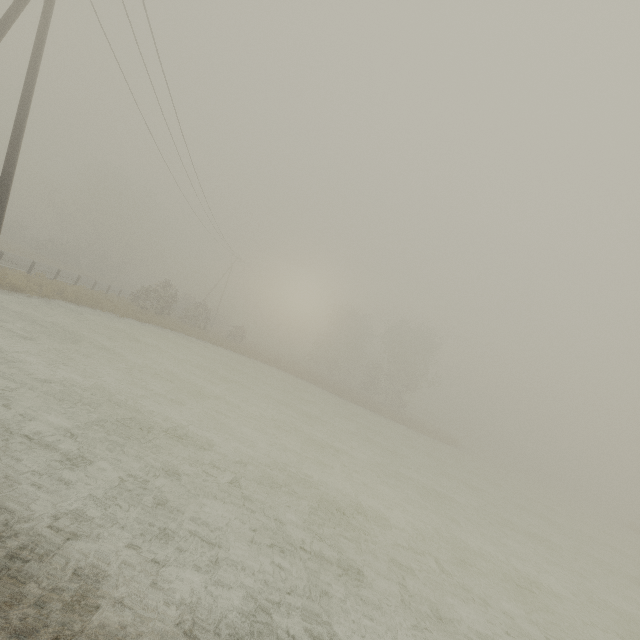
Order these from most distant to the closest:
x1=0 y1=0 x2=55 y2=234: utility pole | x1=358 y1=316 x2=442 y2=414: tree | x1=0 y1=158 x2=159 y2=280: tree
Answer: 1. x1=358 y1=316 x2=442 y2=414: tree
2. x1=0 y1=158 x2=159 y2=280: tree
3. x1=0 y1=0 x2=55 y2=234: utility pole

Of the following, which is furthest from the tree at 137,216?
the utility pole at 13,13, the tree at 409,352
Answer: the utility pole at 13,13

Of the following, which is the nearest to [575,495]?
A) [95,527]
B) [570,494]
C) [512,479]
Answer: [570,494]

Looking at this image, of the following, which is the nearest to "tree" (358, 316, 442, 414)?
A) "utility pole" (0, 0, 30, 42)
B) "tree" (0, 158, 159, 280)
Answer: "utility pole" (0, 0, 30, 42)

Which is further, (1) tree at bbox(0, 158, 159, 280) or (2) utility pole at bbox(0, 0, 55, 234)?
(1) tree at bbox(0, 158, 159, 280)

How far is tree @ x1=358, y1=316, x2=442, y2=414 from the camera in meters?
46.9 m
